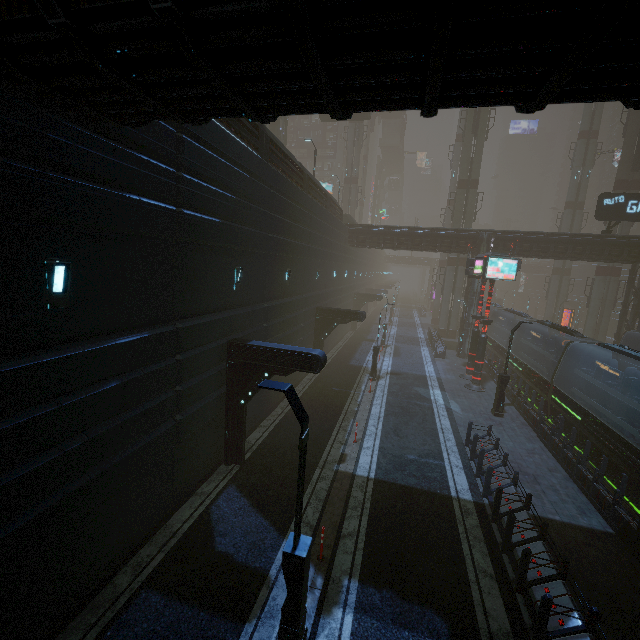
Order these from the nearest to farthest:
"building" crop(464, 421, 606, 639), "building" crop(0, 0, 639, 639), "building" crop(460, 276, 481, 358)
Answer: "building" crop(0, 0, 639, 639), "building" crop(464, 421, 606, 639), "building" crop(460, 276, 481, 358)

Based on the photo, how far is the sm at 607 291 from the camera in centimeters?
3516cm

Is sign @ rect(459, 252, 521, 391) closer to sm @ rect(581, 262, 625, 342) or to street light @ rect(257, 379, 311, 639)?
sm @ rect(581, 262, 625, 342)

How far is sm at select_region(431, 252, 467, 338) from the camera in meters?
39.2 m

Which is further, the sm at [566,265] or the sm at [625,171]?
the sm at [566,265]

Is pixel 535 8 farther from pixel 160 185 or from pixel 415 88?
pixel 160 185

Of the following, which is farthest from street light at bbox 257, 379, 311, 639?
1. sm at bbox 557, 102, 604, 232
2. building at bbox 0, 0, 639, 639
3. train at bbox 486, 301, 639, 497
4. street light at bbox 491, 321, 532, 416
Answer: train at bbox 486, 301, 639, 497
